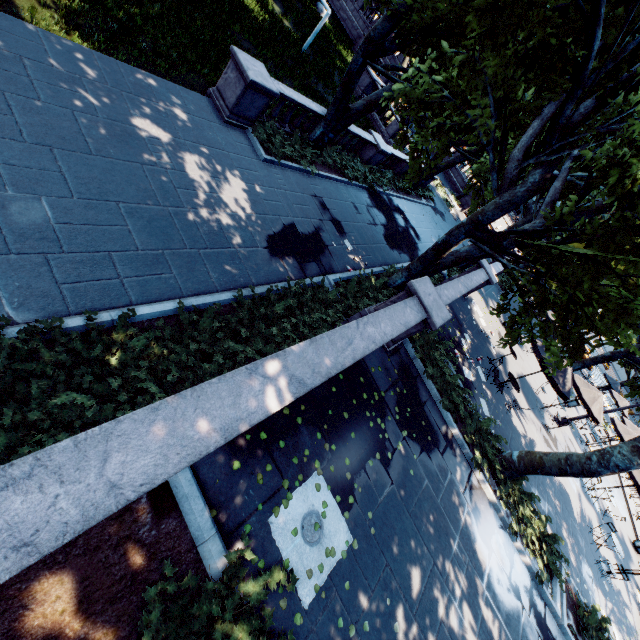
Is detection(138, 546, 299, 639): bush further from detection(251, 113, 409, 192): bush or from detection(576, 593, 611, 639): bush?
detection(251, 113, 409, 192): bush

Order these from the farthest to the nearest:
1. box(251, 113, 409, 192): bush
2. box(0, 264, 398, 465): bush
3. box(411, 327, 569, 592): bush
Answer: box(251, 113, 409, 192): bush, box(411, 327, 569, 592): bush, box(0, 264, 398, 465): bush

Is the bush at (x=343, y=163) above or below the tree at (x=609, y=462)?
below

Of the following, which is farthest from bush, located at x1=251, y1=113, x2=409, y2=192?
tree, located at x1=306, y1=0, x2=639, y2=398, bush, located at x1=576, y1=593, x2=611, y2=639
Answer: bush, located at x1=576, y1=593, x2=611, y2=639

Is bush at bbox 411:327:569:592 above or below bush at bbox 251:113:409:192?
above

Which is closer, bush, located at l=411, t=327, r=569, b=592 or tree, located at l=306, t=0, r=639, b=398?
tree, located at l=306, t=0, r=639, b=398

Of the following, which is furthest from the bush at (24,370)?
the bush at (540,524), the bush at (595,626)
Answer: the bush at (595,626)

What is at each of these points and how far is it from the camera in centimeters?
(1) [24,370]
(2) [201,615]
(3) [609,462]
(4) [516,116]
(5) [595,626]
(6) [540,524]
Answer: (1) bush, 446cm
(2) bush, 331cm
(3) tree, 859cm
(4) tree, 896cm
(5) bush, 1000cm
(6) bush, 1009cm
